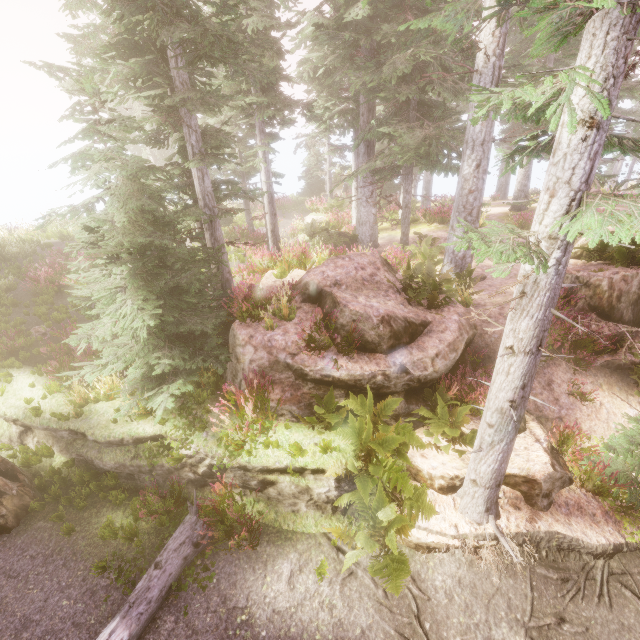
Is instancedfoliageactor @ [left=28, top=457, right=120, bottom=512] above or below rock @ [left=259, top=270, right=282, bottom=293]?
below

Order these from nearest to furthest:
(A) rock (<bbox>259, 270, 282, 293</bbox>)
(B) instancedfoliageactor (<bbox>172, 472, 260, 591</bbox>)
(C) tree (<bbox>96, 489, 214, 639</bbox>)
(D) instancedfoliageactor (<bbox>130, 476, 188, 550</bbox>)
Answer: (C) tree (<bbox>96, 489, 214, 639</bbox>)
(B) instancedfoliageactor (<bbox>172, 472, 260, 591</bbox>)
(D) instancedfoliageactor (<bbox>130, 476, 188, 550</bbox>)
(A) rock (<bbox>259, 270, 282, 293</bbox>)

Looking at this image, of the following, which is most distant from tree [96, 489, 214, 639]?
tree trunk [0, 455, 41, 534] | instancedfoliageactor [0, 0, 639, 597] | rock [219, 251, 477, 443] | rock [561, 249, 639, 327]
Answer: rock [561, 249, 639, 327]

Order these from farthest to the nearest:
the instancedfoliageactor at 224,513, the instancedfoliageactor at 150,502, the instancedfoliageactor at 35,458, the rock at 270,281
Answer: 1. the rock at 270,281
2. the instancedfoliageactor at 35,458
3. the instancedfoliageactor at 150,502
4. the instancedfoliageactor at 224,513

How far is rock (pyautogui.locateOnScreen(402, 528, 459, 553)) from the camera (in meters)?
5.87

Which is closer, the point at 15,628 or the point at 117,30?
the point at 15,628

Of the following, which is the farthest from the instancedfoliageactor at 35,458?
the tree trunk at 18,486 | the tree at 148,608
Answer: the tree trunk at 18,486
